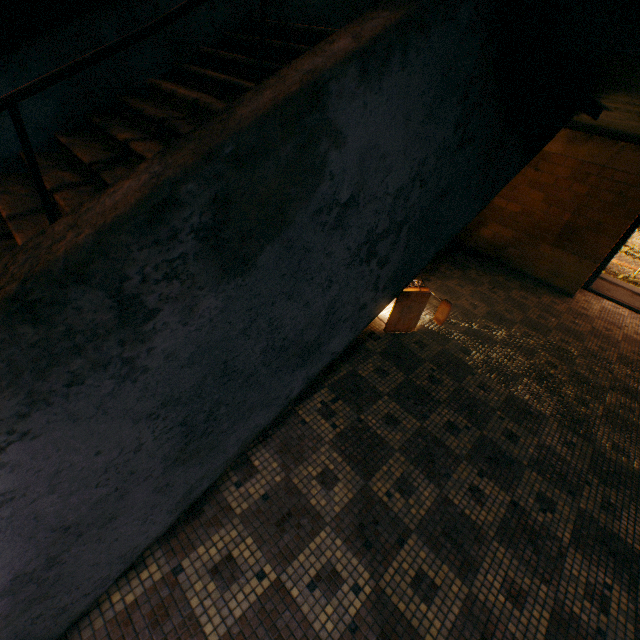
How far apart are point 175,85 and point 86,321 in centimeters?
380cm

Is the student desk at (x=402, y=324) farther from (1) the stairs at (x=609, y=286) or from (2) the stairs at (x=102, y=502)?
(1) the stairs at (x=609, y=286)

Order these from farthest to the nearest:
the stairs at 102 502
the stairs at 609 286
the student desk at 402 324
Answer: the stairs at 609 286 < the student desk at 402 324 < the stairs at 102 502

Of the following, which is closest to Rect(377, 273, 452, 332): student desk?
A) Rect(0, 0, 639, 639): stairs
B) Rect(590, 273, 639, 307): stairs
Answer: Rect(0, 0, 639, 639): stairs

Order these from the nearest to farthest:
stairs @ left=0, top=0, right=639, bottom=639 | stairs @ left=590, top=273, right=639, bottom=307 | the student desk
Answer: stairs @ left=0, top=0, right=639, bottom=639, the student desk, stairs @ left=590, top=273, right=639, bottom=307

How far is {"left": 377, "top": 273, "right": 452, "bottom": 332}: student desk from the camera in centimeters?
355cm

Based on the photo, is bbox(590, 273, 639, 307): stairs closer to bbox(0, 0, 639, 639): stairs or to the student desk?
bbox(0, 0, 639, 639): stairs
